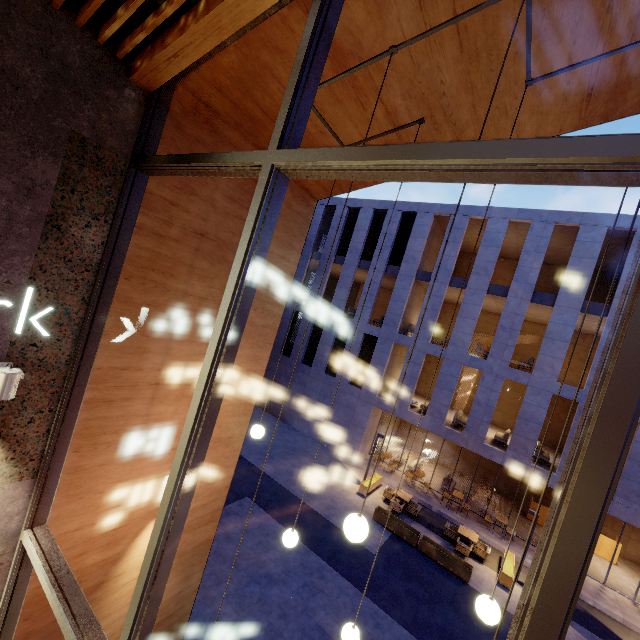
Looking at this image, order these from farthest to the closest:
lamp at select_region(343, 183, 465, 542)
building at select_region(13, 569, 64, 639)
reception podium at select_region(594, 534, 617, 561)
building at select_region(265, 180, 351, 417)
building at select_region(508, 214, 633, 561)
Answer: building at select_region(265, 180, 351, 417)
reception podium at select_region(594, 534, 617, 561)
building at select_region(508, 214, 633, 561)
building at select_region(13, 569, 64, 639)
lamp at select_region(343, 183, 465, 542)

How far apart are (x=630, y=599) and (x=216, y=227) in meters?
22.1

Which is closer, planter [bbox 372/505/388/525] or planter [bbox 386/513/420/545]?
planter [bbox 386/513/420/545]

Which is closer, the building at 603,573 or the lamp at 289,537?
the lamp at 289,537

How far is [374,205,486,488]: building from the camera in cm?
1795

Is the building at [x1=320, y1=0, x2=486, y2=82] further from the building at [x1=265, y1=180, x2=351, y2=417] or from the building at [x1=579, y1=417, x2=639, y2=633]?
the building at [x1=579, y1=417, x2=639, y2=633]

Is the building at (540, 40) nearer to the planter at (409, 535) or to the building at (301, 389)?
the planter at (409, 535)

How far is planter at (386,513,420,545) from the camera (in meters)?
13.28
